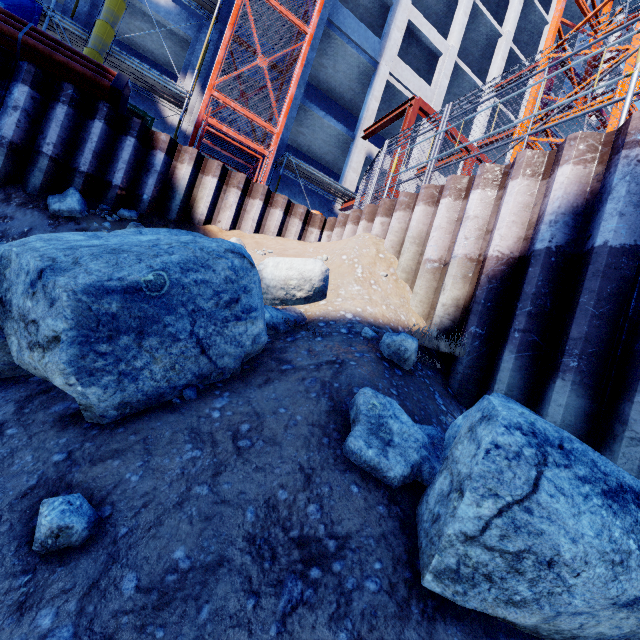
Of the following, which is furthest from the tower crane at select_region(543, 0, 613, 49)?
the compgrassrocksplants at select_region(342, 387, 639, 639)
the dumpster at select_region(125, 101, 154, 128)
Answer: the dumpster at select_region(125, 101, 154, 128)

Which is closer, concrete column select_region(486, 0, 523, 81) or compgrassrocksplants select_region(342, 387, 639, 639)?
compgrassrocksplants select_region(342, 387, 639, 639)

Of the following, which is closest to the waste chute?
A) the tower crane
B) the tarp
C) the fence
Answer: the tarp

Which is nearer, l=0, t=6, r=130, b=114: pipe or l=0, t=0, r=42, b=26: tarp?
l=0, t=6, r=130, b=114: pipe

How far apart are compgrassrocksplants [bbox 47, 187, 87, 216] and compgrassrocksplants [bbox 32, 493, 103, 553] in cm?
547

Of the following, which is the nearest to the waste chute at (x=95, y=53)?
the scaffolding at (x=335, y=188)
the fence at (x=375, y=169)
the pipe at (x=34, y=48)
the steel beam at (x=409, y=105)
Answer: the pipe at (x=34, y=48)

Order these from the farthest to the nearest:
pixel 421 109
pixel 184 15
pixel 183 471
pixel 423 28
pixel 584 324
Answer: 1. pixel 423 28
2. pixel 421 109
3. pixel 184 15
4. pixel 584 324
5. pixel 183 471

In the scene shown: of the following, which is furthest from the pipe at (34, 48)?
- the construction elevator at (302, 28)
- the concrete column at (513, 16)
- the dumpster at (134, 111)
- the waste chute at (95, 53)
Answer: the concrete column at (513, 16)
